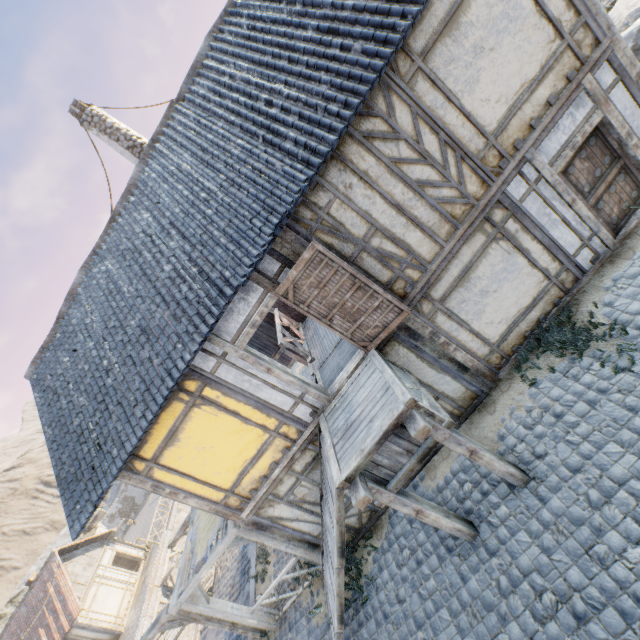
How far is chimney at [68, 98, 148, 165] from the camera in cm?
938

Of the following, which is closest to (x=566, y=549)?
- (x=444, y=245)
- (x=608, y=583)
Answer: (x=608, y=583)

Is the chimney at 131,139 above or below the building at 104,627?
above

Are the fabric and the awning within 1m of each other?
yes

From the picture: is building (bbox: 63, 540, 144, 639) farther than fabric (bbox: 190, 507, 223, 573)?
Yes

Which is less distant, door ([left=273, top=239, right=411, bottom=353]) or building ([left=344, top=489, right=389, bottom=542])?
door ([left=273, top=239, right=411, bottom=353])

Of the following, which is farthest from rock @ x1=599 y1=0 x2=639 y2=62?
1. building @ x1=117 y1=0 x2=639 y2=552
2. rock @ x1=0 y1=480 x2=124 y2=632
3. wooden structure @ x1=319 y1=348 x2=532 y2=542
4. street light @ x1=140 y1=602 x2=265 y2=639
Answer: street light @ x1=140 y1=602 x2=265 y2=639

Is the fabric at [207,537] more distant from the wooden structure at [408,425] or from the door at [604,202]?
the door at [604,202]
